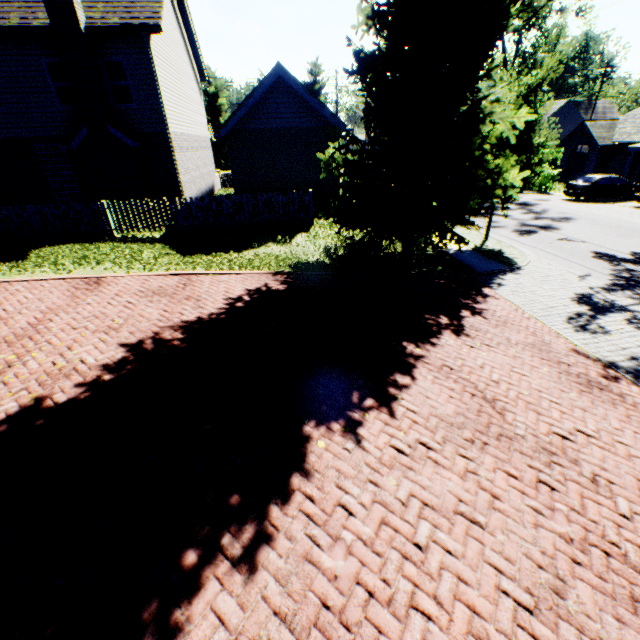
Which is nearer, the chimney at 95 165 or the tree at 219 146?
the chimney at 95 165

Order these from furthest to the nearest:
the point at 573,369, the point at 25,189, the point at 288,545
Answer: the point at 25,189 < the point at 573,369 < the point at 288,545

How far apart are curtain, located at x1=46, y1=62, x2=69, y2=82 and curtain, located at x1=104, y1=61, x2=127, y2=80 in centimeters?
104cm

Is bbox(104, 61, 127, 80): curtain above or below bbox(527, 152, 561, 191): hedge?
above

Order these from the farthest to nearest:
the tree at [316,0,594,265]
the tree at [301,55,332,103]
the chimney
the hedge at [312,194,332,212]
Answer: the tree at [301,55,332,103] < the hedge at [312,194,332,212] < the chimney < the tree at [316,0,594,265]

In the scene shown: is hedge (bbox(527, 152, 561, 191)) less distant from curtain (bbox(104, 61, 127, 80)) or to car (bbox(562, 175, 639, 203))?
car (bbox(562, 175, 639, 203))

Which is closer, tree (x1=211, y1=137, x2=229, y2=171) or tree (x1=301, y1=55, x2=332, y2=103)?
tree (x1=301, y1=55, x2=332, y2=103)

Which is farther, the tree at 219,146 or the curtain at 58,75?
the tree at 219,146
